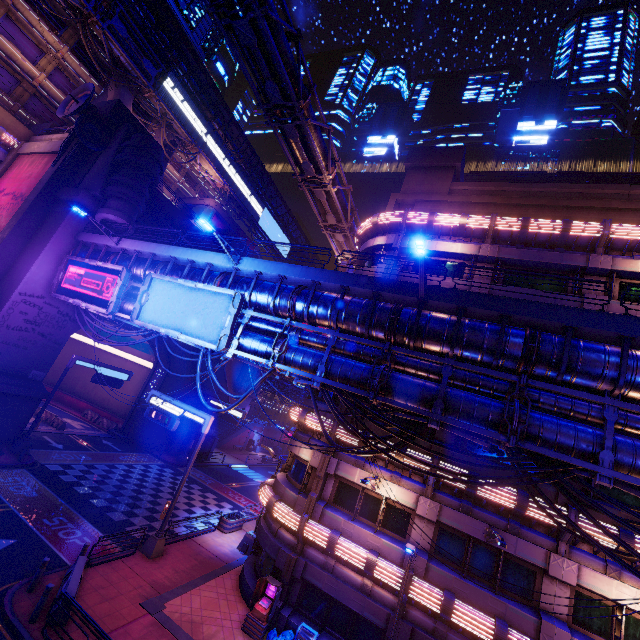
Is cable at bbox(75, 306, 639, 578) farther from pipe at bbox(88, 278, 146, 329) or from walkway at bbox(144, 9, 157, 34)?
walkway at bbox(144, 9, 157, 34)

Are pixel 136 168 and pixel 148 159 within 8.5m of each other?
yes

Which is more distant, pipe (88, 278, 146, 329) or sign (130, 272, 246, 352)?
pipe (88, 278, 146, 329)

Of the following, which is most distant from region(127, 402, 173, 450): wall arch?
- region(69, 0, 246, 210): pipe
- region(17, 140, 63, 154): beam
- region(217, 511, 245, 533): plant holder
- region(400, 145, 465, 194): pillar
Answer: region(69, 0, 246, 210): pipe

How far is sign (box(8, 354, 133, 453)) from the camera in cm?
2220

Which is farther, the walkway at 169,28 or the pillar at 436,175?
the walkway at 169,28

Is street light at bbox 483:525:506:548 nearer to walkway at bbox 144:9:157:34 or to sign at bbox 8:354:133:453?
sign at bbox 8:354:133:453

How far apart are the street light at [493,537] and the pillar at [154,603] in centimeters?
1337cm
